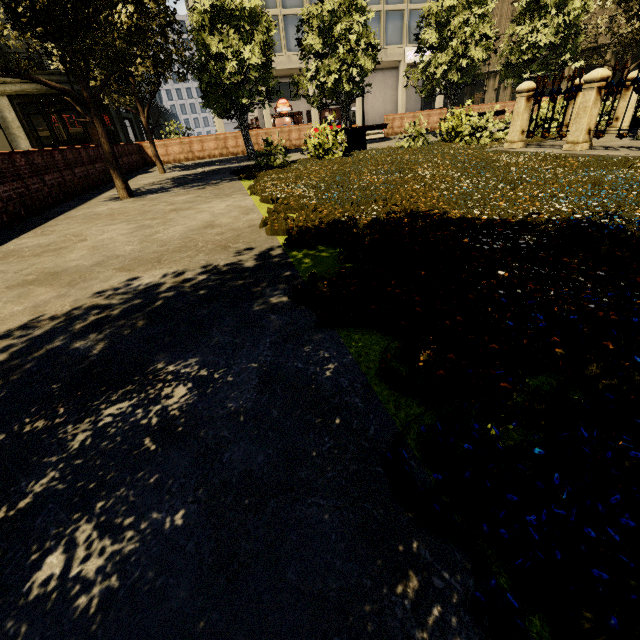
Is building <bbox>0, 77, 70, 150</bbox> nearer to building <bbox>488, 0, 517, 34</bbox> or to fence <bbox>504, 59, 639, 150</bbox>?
building <bbox>488, 0, 517, 34</bbox>

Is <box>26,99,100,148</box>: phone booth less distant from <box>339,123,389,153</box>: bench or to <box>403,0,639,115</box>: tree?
<box>403,0,639,115</box>: tree

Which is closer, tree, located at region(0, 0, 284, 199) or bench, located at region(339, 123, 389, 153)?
tree, located at region(0, 0, 284, 199)

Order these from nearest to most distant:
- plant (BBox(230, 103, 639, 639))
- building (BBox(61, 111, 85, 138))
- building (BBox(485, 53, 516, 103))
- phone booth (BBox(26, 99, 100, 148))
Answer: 1. plant (BBox(230, 103, 639, 639))
2. phone booth (BBox(26, 99, 100, 148))
3. building (BBox(61, 111, 85, 138))
4. building (BBox(485, 53, 516, 103))

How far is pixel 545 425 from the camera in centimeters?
120cm

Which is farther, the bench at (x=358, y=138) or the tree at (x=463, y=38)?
the tree at (x=463, y=38)

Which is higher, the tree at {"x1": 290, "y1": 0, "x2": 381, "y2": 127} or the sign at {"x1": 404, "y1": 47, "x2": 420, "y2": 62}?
the sign at {"x1": 404, "y1": 47, "x2": 420, "y2": 62}

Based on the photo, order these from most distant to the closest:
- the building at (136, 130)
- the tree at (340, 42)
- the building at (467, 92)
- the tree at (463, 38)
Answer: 1. the building at (467, 92)
2. the building at (136, 130)
3. the tree at (463, 38)
4. the tree at (340, 42)
